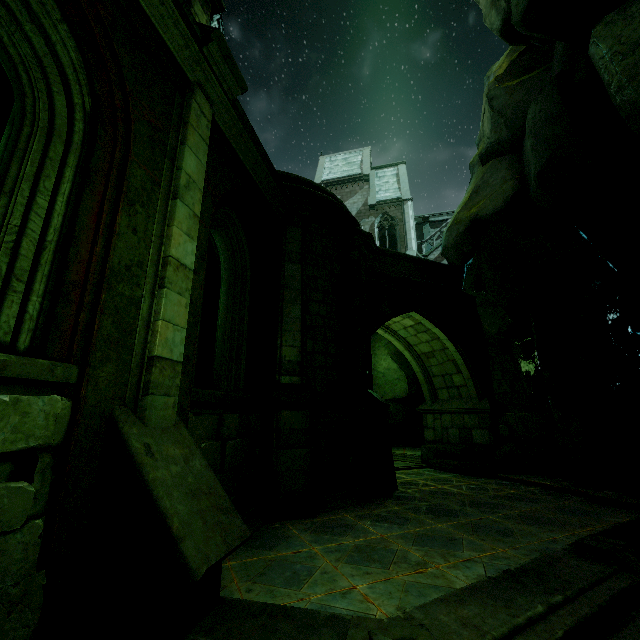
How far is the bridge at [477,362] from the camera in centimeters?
1244cm

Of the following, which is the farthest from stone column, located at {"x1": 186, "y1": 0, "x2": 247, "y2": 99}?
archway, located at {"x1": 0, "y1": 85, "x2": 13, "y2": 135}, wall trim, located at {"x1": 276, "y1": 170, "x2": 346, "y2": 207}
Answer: wall trim, located at {"x1": 276, "y1": 170, "x2": 346, "y2": 207}

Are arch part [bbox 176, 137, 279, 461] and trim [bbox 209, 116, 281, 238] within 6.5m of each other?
yes

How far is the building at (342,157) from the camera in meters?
28.1

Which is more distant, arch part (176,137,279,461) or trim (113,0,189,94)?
arch part (176,137,279,461)

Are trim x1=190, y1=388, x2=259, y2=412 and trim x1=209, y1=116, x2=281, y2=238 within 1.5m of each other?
no

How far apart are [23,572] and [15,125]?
4.05m

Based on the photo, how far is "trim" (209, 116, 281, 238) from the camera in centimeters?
546cm
